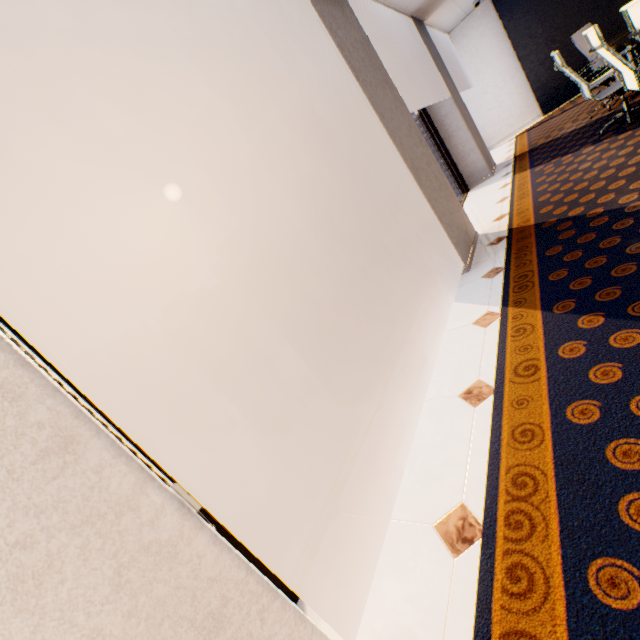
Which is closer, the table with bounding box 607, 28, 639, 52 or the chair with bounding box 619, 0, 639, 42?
the chair with bounding box 619, 0, 639, 42

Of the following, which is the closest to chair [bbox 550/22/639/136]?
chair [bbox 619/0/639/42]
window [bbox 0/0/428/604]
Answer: chair [bbox 619/0/639/42]

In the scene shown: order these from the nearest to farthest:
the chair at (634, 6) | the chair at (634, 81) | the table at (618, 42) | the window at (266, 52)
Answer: the window at (266, 52) → the chair at (634, 6) → the chair at (634, 81) → the table at (618, 42)

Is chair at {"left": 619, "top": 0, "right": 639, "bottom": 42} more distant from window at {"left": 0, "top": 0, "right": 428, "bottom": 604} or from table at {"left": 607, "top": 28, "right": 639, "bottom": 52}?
window at {"left": 0, "top": 0, "right": 428, "bottom": 604}

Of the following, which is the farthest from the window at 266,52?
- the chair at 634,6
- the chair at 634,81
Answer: the chair at 634,81

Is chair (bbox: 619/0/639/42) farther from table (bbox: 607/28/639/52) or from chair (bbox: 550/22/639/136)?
chair (bbox: 550/22/639/136)

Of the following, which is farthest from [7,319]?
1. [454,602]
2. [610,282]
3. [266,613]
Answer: [610,282]

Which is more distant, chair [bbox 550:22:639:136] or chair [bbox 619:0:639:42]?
chair [bbox 550:22:639:136]
